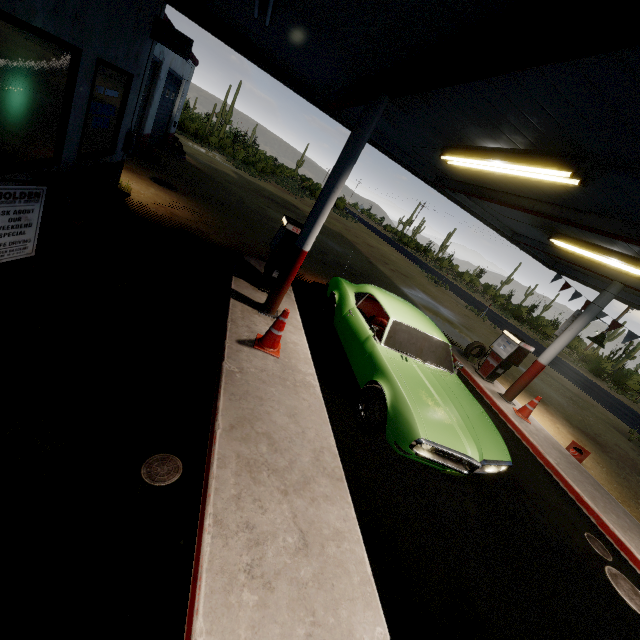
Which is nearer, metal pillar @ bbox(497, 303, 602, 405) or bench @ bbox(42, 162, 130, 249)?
bench @ bbox(42, 162, 130, 249)

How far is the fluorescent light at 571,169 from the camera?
3.61m

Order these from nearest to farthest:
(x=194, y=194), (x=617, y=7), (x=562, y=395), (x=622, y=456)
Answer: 1. (x=617, y=7)
2. (x=622, y=456)
3. (x=194, y=194)
4. (x=562, y=395)

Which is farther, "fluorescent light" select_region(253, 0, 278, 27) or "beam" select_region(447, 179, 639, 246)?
"beam" select_region(447, 179, 639, 246)

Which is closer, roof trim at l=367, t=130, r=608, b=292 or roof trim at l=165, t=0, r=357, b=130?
roof trim at l=165, t=0, r=357, b=130

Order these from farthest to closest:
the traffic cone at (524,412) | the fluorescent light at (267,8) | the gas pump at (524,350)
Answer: the gas pump at (524,350) → the traffic cone at (524,412) → the fluorescent light at (267,8)

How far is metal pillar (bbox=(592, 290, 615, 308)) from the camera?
7.62m

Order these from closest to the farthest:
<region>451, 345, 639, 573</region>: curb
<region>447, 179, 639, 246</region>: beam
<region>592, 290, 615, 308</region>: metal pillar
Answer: <region>447, 179, 639, 246</region>: beam
<region>451, 345, 639, 573</region>: curb
<region>592, 290, 615, 308</region>: metal pillar
